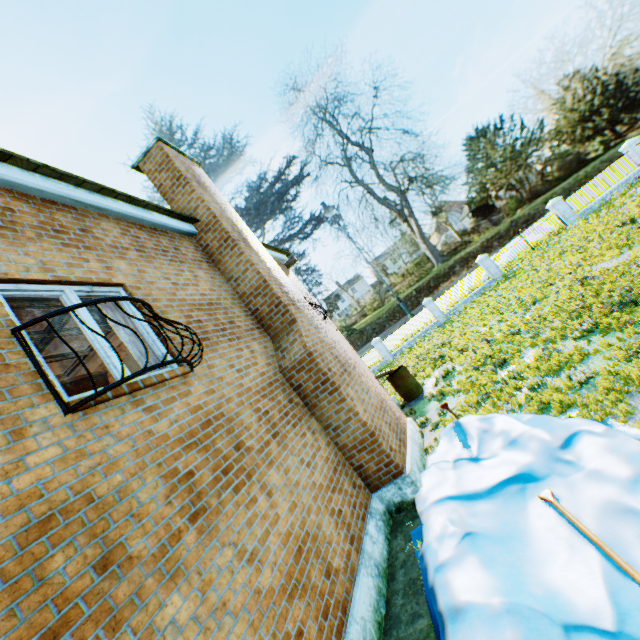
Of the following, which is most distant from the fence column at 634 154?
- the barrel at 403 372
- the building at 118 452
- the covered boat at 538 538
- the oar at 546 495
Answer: the oar at 546 495

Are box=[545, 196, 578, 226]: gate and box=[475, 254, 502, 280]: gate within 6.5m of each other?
yes

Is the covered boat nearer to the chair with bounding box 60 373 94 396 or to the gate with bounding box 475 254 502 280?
the chair with bounding box 60 373 94 396

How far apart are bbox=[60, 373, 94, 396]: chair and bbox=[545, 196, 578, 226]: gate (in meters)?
28.58

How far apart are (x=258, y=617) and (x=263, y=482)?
1.6m

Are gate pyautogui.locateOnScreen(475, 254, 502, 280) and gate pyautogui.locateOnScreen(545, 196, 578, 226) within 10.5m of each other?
yes

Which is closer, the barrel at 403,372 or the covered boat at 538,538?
the covered boat at 538,538

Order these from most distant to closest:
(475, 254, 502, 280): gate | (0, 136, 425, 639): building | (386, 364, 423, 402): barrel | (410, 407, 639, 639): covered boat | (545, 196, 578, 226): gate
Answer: (475, 254, 502, 280): gate
(545, 196, 578, 226): gate
(386, 364, 423, 402): barrel
(0, 136, 425, 639): building
(410, 407, 639, 639): covered boat
